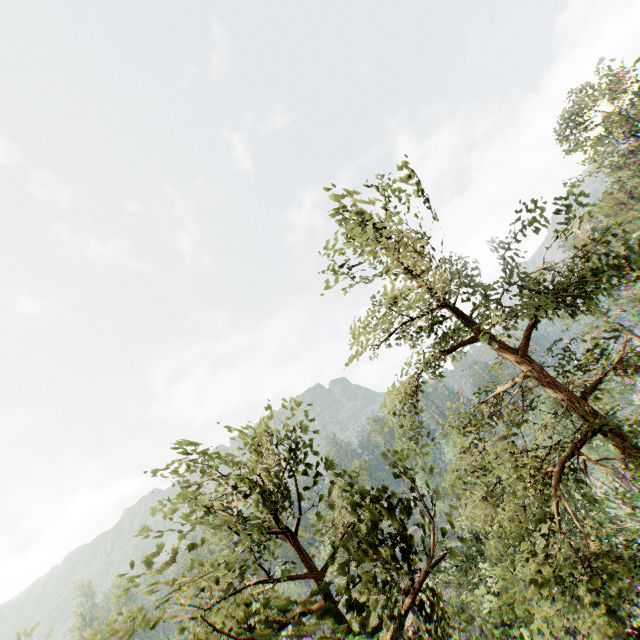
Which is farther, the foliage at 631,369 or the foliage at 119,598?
the foliage at 631,369

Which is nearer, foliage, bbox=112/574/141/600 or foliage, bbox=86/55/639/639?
foliage, bbox=112/574/141/600

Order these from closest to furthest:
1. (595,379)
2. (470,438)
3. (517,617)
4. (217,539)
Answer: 1. (217,539)
2. (595,379)
3. (470,438)
4. (517,617)

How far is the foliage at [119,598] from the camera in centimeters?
416cm

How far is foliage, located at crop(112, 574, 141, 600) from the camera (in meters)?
4.16
